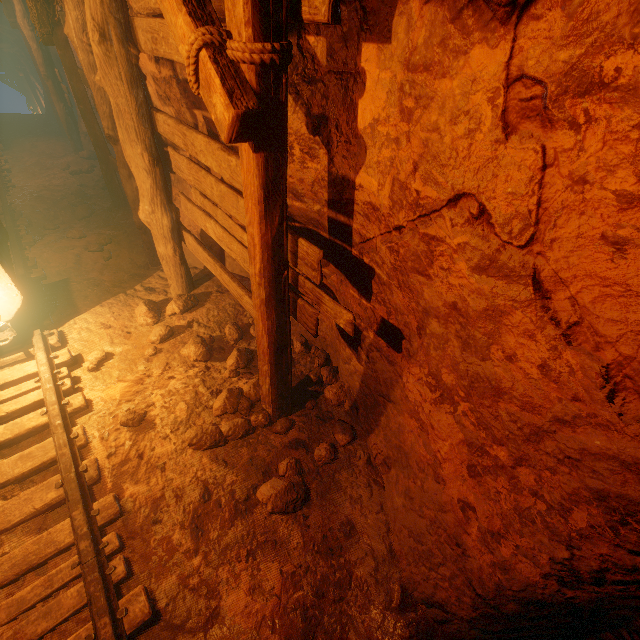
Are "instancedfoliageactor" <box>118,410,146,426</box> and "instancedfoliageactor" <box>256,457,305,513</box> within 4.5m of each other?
yes

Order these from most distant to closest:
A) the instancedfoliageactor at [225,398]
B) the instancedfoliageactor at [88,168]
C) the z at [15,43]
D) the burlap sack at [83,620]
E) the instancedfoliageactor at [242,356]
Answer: the z at [15,43], the instancedfoliageactor at [88,168], the instancedfoliageactor at [242,356], the instancedfoliageactor at [225,398], the burlap sack at [83,620]

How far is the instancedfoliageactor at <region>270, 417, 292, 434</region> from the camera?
3.1m

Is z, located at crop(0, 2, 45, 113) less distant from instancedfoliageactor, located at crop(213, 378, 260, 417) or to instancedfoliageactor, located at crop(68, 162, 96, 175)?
instancedfoliageactor, located at crop(68, 162, 96, 175)

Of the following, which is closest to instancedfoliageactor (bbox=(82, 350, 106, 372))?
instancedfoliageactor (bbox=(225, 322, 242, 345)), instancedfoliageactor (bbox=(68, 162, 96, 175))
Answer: instancedfoliageactor (bbox=(225, 322, 242, 345))

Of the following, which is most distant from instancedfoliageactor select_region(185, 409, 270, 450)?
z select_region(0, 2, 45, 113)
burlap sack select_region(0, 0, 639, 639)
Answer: z select_region(0, 2, 45, 113)

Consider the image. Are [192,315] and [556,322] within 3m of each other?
no

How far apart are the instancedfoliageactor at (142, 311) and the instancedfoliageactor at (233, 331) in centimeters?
97cm
